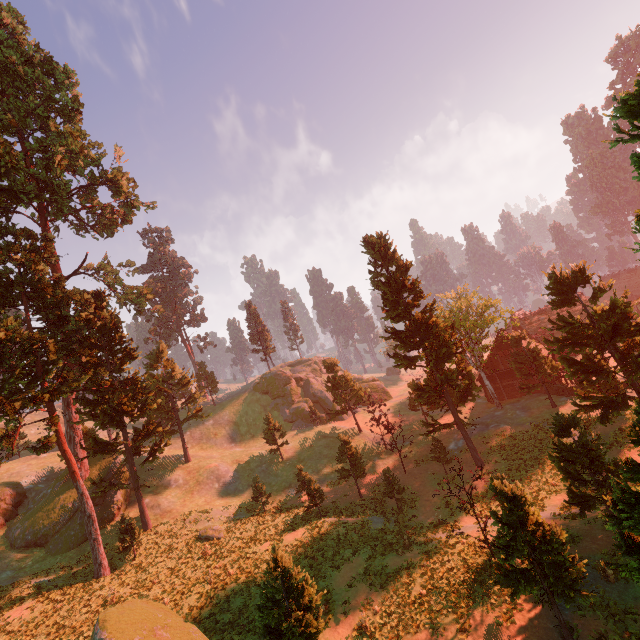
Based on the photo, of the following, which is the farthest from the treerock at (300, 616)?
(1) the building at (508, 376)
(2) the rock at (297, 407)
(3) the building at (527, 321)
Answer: (2) the rock at (297, 407)

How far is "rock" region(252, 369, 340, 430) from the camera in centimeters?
5378cm

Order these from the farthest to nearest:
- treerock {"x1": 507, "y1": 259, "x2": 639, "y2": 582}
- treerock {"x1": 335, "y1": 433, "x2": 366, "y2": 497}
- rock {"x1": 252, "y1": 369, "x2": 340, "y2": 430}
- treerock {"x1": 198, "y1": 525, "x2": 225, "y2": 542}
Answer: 1. rock {"x1": 252, "y1": 369, "x2": 340, "y2": 430}
2. treerock {"x1": 335, "y1": 433, "x2": 366, "y2": 497}
3. treerock {"x1": 198, "y1": 525, "x2": 225, "y2": 542}
4. treerock {"x1": 507, "y1": 259, "x2": 639, "y2": 582}

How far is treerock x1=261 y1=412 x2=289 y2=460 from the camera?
40.3 meters

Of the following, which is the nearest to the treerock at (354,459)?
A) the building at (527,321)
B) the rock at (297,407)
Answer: the building at (527,321)

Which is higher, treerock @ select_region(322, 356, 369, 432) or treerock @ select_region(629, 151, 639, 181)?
treerock @ select_region(629, 151, 639, 181)

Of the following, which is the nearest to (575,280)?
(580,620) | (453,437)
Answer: (580,620)
